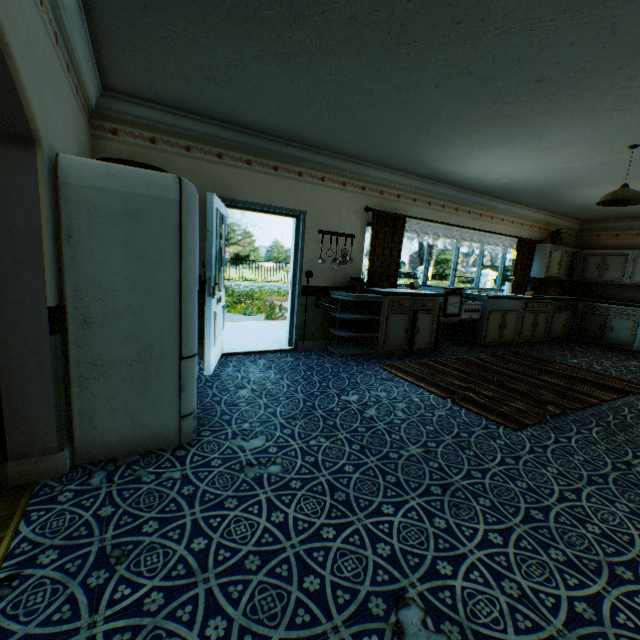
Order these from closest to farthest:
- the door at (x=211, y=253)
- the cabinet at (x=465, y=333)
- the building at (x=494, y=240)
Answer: the door at (x=211, y=253)
the building at (x=494, y=240)
the cabinet at (x=465, y=333)

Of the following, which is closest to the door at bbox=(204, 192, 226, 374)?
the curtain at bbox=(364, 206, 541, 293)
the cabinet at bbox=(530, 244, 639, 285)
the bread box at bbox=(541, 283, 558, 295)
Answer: the curtain at bbox=(364, 206, 541, 293)

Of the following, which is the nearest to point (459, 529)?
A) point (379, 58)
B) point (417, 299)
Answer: point (379, 58)

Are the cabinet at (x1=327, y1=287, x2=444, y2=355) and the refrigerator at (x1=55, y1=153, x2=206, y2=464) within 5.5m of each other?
yes

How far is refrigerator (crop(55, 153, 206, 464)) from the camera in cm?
201

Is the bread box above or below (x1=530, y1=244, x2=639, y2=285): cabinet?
below

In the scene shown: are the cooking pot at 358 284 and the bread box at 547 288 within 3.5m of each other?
no

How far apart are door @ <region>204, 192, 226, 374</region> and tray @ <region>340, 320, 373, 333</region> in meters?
2.0 m
